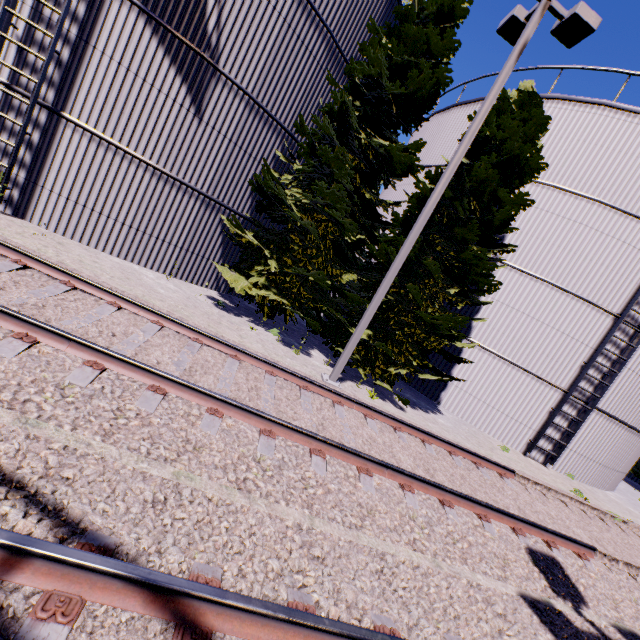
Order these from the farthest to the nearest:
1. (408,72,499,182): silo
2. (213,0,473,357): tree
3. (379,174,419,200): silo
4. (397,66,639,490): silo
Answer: (379,174,419,200): silo
(408,72,499,182): silo
(397,66,639,490): silo
(213,0,473,357): tree

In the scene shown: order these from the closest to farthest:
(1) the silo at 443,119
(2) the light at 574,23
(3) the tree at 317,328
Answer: (2) the light at 574,23 → (3) the tree at 317,328 → (1) the silo at 443,119

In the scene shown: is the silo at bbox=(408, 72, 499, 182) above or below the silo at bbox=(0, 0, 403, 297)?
above

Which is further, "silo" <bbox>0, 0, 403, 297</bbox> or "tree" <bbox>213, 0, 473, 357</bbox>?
"tree" <bbox>213, 0, 473, 357</bbox>

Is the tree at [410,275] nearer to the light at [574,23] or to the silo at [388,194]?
the silo at [388,194]

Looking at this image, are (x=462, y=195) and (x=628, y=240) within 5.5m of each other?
no

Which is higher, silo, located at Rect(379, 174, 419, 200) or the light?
the light

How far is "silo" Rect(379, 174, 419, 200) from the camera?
15.46m
